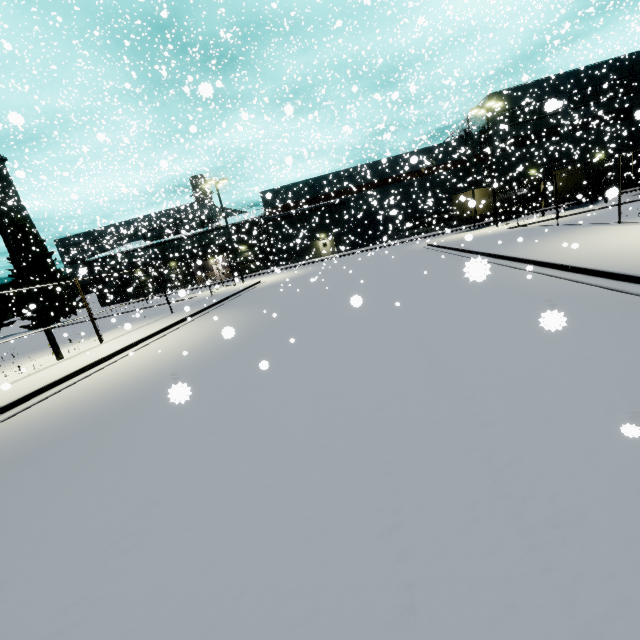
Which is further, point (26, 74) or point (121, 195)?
point (26, 74)

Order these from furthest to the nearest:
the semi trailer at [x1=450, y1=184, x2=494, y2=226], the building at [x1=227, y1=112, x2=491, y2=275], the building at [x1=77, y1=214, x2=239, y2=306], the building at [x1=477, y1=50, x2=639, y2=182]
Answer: the building at [x1=227, y1=112, x2=491, y2=275], the building at [x1=77, y1=214, x2=239, y2=306], the building at [x1=477, y1=50, x2=639, y2=182], the semi trailer at [x1=450, y1=184, x2=494, y2=226]

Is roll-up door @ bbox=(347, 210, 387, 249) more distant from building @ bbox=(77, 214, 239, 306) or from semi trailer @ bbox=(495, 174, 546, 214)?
semi trailer @ bbox=(495, 174, 546, 214)

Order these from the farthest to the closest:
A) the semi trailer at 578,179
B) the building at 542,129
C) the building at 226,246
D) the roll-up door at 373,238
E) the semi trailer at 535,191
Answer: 1. the roll-up door at 373,238
2. the building at 226,246
3. the building at 542,129
4. the semi trailer at 535,191
5. the semi trailer at 578,179

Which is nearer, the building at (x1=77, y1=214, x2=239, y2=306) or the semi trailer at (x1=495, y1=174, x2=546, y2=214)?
the semi trailer at (x1=495, y1=174, x2=546, y2=214)

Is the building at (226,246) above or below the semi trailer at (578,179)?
above

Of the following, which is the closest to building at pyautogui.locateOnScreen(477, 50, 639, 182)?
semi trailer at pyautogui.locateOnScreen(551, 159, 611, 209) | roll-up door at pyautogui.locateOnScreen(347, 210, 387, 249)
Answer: roll-up door at pyautogui.locateOnScreen(347, 210, 387, 249)

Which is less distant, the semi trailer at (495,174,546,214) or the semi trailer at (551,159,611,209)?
the semi trailer at (551,159,611,209)
